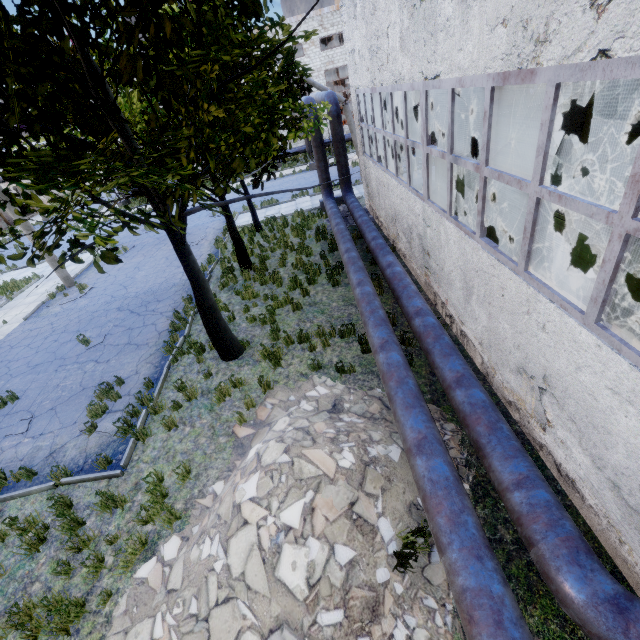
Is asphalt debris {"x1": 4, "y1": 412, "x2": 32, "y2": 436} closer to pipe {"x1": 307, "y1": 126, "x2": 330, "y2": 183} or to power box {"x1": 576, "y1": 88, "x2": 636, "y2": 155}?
pipe {"x1": 307, "y1": 126, "x2": 330, "y2": 183}

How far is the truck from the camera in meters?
19.2 m

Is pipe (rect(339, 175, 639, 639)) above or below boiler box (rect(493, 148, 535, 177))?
below

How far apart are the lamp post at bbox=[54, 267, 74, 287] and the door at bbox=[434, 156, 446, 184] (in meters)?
19.72

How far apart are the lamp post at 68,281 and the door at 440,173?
19.7 meters

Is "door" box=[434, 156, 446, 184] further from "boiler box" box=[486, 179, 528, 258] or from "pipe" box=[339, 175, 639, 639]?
"boiler box" box=[486, 179, 528, 258]

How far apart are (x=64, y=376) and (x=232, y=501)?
8.5m

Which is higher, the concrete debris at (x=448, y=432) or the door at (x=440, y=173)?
the door at (x=440, y=173)
